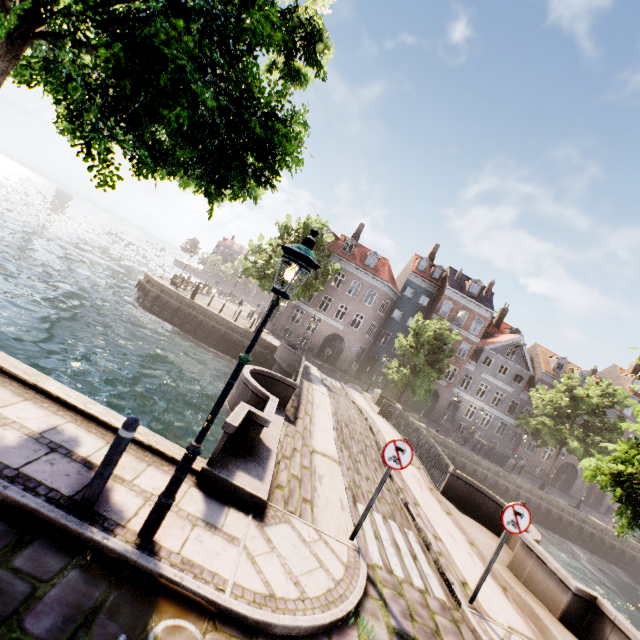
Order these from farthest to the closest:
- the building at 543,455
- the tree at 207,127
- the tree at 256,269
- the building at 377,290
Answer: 1. the building at 543,455
2. the building at 377,290
3. the tree at 256,269
4. the tree at 207,127

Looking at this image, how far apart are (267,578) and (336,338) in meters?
39.9 m

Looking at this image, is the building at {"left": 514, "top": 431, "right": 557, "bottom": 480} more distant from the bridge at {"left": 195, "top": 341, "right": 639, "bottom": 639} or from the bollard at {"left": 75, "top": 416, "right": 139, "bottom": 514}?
the bollard at {"left": 75, "top": 416, "right": 139, "bottom": 514}

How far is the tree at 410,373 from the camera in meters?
24.7 m

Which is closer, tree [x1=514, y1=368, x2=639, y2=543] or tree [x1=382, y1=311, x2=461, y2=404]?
tree [x1=514, y1=368, x2=639, y2=543]

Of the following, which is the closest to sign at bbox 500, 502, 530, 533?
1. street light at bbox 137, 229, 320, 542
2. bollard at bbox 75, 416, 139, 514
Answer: street light at bbox 137, 229, 320, 542

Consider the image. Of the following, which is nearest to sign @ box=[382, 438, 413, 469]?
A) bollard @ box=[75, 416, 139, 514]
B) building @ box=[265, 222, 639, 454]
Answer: bollard @ box=[75, 416, 139, 514]

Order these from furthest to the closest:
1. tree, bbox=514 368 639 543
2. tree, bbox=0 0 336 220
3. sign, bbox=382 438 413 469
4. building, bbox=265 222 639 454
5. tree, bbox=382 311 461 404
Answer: building, bbox=265 222 639 454 → tree, bbox=382 311 461 404 → tree, bbox=514 368 639 543 → sign, bbox=382 438 413 469 → tree, bbox=0 0 336 220
